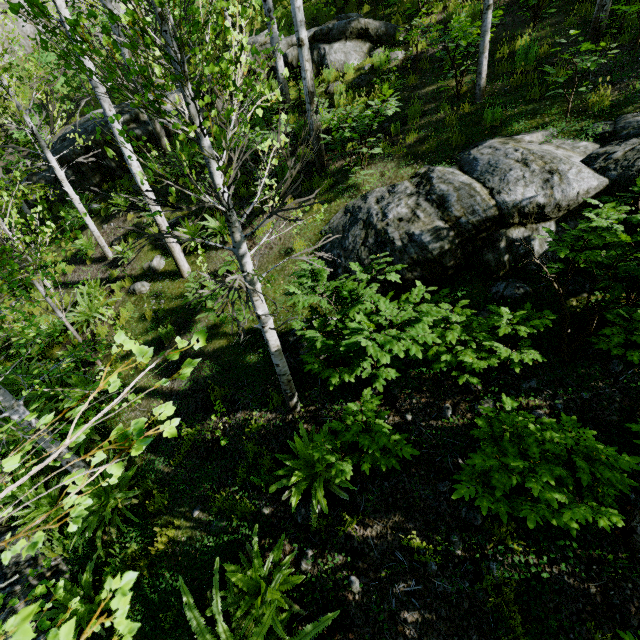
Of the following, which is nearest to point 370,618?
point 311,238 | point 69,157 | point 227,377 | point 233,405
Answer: point 233,405

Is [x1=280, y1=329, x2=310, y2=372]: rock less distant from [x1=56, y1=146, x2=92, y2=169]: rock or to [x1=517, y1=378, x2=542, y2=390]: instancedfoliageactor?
[x1=517, y1=378, x2=542, y2=390]: instancedfoliageactor

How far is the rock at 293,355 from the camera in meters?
5.4 m

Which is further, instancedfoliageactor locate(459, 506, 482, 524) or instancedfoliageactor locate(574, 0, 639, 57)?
instancedfoliageactor locate(574, 0, 639, 57)

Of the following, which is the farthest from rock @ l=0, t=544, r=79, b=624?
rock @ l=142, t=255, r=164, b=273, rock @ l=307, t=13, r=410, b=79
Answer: rock @ l=307, t=13, r=410, b=79

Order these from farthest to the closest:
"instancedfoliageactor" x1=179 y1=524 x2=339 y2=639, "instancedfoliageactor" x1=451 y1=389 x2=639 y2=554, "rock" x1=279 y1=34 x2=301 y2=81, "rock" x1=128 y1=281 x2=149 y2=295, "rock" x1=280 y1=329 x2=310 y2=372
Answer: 1. "rock" x1=279 y1=34 x2=301 y2=81
2. "rock" x1=128 y1=281 x2=149 y2=295
3. "rock" x1=280 y1=329 x2=310 y2=372
4. "instancedfoliageactor" x1=179 y1=524 x2=339 y2=639
5. "instancedfoliageactor" x1=451 y1=389 x2=639 y2=554

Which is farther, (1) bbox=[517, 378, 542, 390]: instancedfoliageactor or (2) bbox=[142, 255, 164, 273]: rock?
(2) bbox=[142, 255, 164, 273]: rock

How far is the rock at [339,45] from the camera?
9.1 meters
